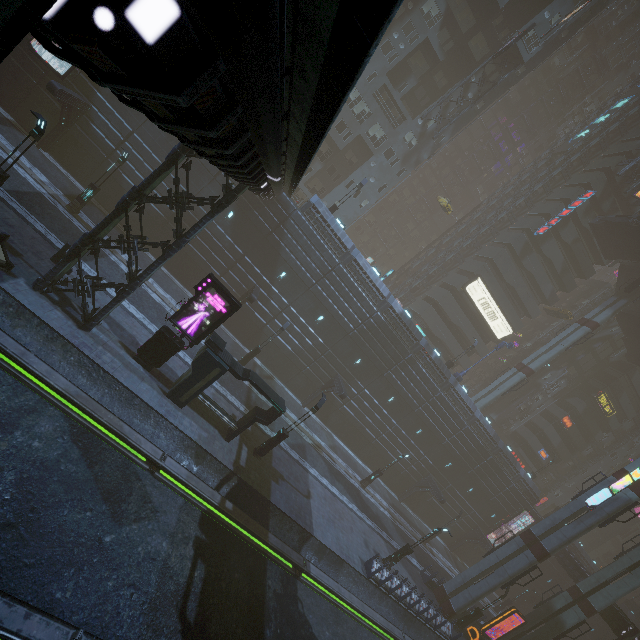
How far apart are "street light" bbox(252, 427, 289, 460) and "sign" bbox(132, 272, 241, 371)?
7.4m

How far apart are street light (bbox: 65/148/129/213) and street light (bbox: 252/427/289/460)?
19.20m

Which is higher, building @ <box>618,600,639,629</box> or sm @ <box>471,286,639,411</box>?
sm @ <box>471,286,639,411</box>

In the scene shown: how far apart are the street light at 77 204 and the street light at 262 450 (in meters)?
19.20

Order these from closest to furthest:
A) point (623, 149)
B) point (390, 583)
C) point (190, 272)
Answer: point (390, 583) → point (190, 272) → point (623, 149)

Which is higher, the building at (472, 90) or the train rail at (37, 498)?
the building at (472, 90)

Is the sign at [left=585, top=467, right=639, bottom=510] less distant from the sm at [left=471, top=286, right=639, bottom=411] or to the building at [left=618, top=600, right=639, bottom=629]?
the building at [left=618, top=600, right=639, bottom=629]

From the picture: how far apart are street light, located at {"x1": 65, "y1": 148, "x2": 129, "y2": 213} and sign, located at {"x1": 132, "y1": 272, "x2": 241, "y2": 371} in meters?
10.8
